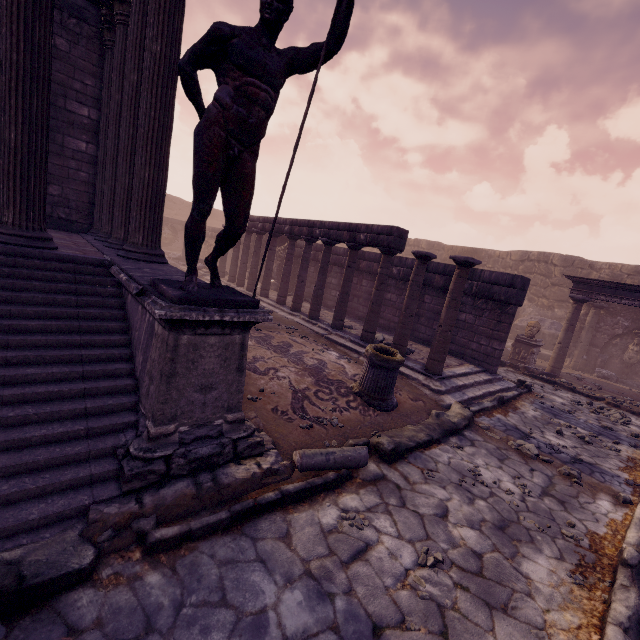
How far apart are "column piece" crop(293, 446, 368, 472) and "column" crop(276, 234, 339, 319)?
7.3m

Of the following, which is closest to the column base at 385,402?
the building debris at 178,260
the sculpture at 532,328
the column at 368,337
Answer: the column at 368,337

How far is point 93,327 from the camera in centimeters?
358cm

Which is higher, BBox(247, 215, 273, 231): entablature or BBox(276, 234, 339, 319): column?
BBox(247, 215, 273, 231): entablature

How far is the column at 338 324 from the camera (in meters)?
9.19

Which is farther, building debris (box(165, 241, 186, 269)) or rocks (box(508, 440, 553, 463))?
building debris (box(165, 241, 186, 269))

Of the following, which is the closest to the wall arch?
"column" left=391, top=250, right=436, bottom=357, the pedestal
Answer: "column" left=391, top=250, right=436, bottom=357

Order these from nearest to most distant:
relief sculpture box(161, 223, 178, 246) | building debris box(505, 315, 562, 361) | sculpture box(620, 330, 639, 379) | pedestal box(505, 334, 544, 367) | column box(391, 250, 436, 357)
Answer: column box(391, 250, 436, 357) → pedestal box(505, 334, 544, 367) → sculpture box(620, 330, 639, 379) → building debris box(505, 315, 562, 361) → relief sculpture box(161, 223, 178, 246)
